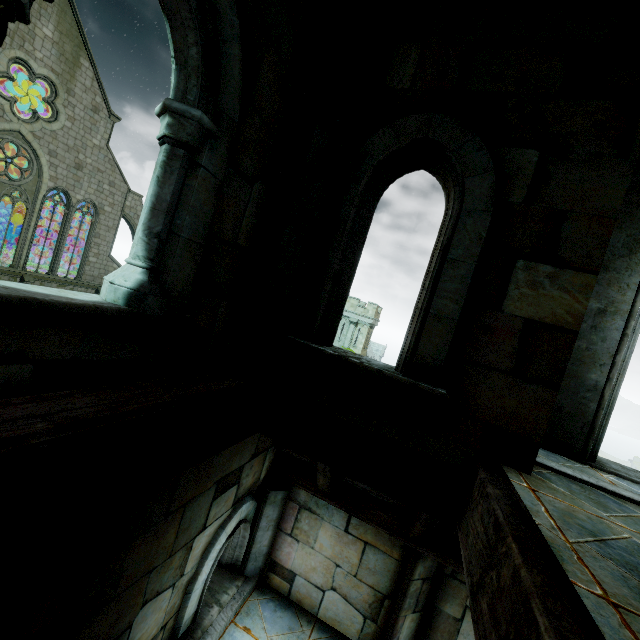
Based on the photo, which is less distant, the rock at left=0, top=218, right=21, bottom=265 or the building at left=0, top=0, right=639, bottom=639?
the building at left=0, top=0, right=639, bottom=639

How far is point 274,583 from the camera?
4.45m

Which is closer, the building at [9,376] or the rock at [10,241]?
the building at [9,376]
